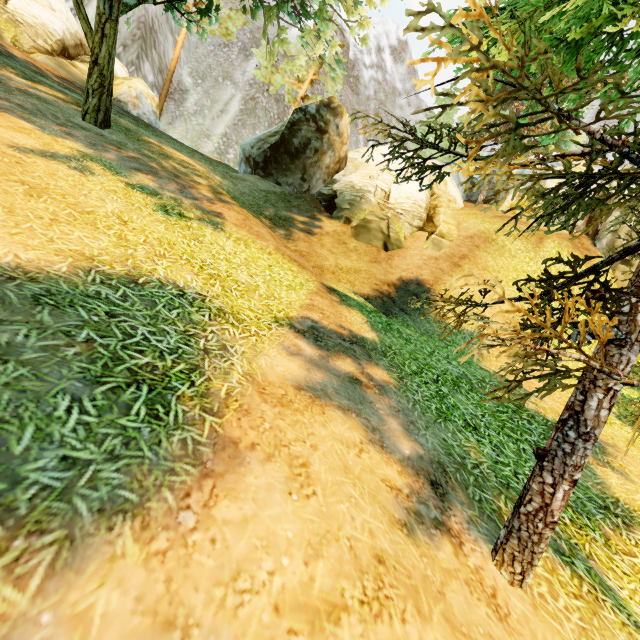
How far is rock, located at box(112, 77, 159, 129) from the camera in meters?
17.8 m

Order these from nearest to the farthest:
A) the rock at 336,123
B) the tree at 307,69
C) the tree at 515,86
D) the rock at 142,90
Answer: the tree at 515,86, the tree at 307,69, the rock at 336,123, the rock at 142,90

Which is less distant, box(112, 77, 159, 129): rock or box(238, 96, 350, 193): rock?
box(238, 96, 350, 193): rock

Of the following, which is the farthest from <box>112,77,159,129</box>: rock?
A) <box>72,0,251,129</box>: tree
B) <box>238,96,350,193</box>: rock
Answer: <box>238,96,350,193</box>: rock

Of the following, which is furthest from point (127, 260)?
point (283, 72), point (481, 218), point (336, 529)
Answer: point (283, 72)

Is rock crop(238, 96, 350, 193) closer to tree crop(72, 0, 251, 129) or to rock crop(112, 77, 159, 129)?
tree crop(72, 0, 251, 129)

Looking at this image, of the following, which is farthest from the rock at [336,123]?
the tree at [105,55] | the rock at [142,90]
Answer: the rock at [142,90]
